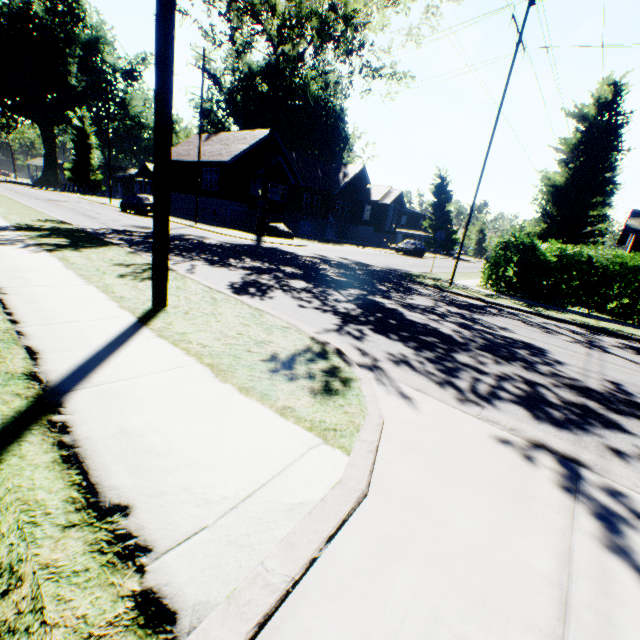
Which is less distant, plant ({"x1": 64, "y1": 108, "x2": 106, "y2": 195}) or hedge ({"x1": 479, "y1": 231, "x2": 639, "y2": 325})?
hedge ({"x1": 479, "y1": 231, "x2": 639, "y2": 325})

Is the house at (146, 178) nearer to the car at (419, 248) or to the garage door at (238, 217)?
the garage door at (238, 217)

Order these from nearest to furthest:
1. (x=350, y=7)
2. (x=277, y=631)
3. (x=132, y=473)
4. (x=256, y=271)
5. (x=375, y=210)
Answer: (x=277, y=631) → (x=132, y=473) → (x=256, y=271) → (x=350, y=7) → (x=375, y=210)

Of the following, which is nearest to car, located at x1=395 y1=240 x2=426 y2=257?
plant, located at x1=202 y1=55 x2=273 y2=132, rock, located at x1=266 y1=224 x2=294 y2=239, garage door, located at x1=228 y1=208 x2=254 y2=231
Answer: rock, located at x1=266 y1=224 x2=294 y2=239

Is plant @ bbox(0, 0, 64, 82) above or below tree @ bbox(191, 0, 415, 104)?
above

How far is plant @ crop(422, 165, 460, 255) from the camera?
55.1m

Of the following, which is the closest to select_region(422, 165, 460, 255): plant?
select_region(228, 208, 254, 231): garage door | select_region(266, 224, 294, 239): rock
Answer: select_region(228, 208, 254, 231): garage door

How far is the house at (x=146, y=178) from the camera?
53.3 meters
